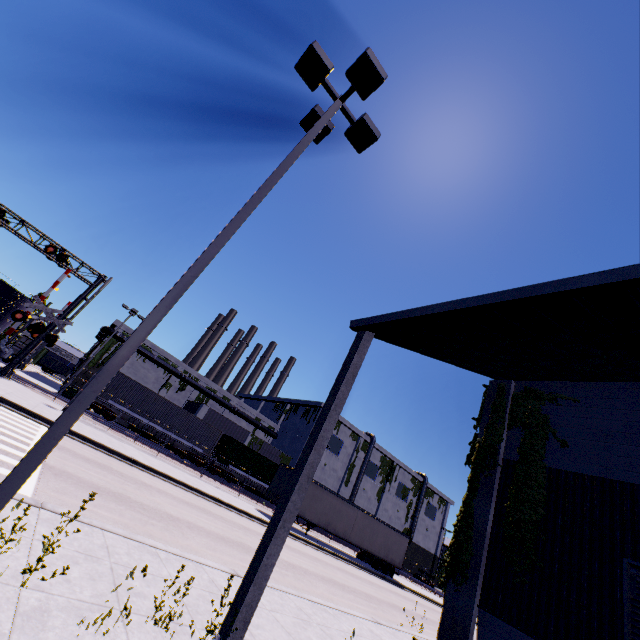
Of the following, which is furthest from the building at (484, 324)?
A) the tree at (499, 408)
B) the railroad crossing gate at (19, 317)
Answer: the railroad crossing gate at (19, 317)

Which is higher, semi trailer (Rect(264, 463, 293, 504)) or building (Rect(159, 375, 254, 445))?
building (Rect(159, 375, 254, 445))

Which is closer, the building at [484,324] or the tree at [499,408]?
the building at [484,324]

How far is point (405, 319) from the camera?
5.81m

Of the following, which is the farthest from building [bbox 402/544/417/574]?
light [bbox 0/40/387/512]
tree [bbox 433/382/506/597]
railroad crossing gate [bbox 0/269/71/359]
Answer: light [bbox 0/40/387/512]

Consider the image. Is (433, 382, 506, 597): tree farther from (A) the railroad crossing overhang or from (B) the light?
(A) the railroad crossing overhang

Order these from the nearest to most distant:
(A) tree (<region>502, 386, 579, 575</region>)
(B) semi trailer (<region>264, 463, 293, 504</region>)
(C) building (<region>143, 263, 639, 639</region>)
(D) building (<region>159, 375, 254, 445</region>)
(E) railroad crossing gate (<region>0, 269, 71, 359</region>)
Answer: (C) building (<region>143, 263, 639, 639</region>) < (A) tree (<region>502, 386, 579, 575</region>) < (E) railroad crossing gate (<region>0, 269, 71, 359</region>) < (B) semi trailer (<region>264, 463, 293, 504</region>) < (D) building (<region>159, 375, 254, 445</region>)

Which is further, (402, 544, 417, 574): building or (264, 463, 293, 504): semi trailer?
(402, 544, 417, 574): building
